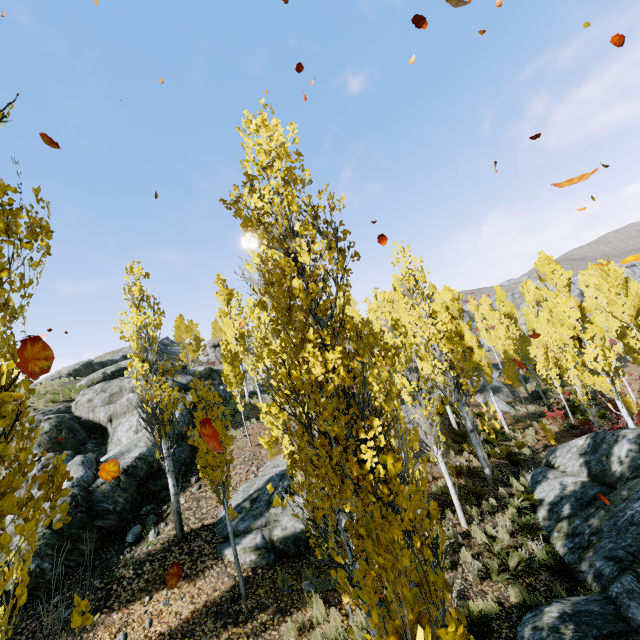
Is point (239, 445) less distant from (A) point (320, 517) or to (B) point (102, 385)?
(B) point (102, 385)

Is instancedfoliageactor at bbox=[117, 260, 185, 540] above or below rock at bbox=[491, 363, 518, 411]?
above

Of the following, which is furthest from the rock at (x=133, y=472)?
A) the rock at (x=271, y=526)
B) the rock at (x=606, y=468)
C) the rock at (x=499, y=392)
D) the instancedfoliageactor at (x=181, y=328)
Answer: the instancedfoliageactor at (x=181, y=328)

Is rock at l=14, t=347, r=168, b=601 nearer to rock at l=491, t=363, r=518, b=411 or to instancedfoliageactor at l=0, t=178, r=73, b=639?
instancedfoliageactor at l=0, t=178, r=73, b=639

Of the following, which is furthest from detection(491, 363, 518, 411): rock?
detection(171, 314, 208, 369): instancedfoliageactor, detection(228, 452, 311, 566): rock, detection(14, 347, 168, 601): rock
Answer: detection(171, 314, 208, 369): instancedfoliageactor

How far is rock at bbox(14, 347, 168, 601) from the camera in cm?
798

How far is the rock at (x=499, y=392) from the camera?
24.66m

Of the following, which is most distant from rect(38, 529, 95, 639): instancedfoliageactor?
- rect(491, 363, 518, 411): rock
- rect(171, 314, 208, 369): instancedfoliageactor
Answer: rect(171, 314, 208, 369): instancedfoliageactor
